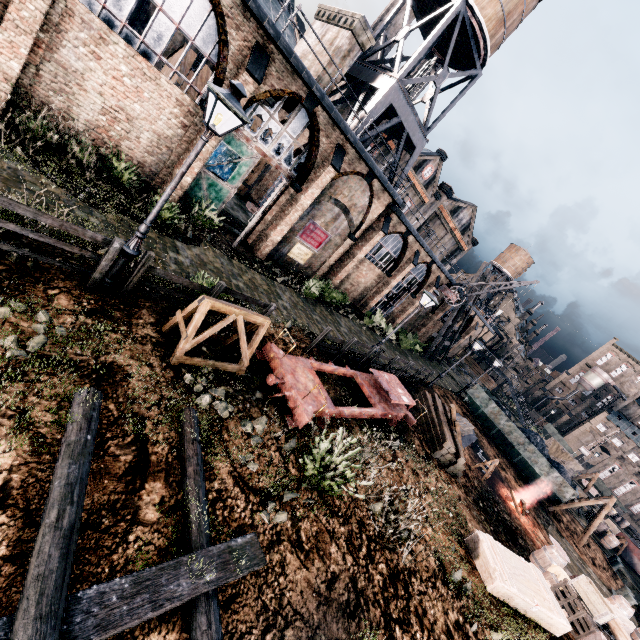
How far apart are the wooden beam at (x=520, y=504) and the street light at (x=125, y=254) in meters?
22.9 m

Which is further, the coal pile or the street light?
the coal pile

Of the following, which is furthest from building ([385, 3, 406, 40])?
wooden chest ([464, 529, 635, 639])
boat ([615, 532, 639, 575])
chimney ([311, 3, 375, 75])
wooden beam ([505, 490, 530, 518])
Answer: boat ([615, 532, 639, 575])

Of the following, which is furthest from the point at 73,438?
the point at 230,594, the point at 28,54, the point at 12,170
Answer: the point at 28,54

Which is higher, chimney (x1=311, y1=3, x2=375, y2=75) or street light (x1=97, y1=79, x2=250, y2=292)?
chimney (x1=311, y1=3, x2=375, y2=75)

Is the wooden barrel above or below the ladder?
below

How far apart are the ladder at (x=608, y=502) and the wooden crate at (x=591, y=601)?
16.14m

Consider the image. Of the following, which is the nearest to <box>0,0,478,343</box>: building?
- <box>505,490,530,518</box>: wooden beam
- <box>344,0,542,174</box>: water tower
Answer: <box>344,0,542,174</box>: water tower
